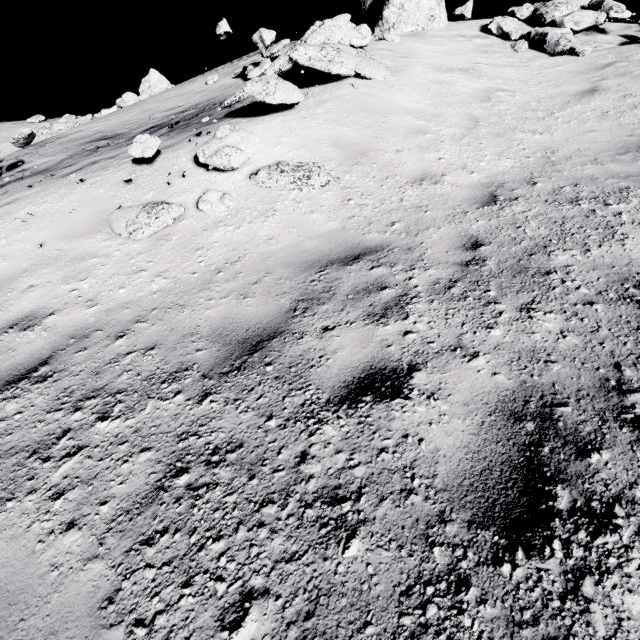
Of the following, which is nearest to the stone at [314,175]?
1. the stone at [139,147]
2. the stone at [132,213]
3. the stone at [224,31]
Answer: the stone at [132,213]

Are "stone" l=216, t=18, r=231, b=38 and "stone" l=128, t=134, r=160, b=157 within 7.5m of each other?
no

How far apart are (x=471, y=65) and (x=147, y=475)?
11.50m

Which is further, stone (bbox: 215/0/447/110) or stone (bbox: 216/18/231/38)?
stone (bbox: 216/18/231/38)

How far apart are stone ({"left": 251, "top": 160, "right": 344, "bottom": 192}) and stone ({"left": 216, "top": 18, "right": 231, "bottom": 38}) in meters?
12.4 m

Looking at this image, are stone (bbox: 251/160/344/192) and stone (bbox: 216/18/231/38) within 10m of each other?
no

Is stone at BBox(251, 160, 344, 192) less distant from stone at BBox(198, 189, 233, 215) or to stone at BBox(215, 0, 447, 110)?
stone at BBox(198, 189, 233, 215)

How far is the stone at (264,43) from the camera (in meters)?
9.36
